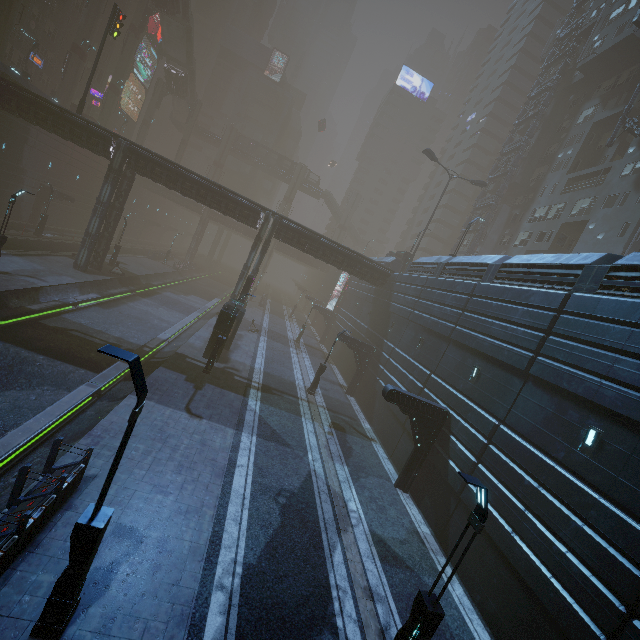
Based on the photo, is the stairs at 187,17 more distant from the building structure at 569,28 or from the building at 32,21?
the building structure at 569,28

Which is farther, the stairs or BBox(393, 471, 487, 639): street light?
the stairs

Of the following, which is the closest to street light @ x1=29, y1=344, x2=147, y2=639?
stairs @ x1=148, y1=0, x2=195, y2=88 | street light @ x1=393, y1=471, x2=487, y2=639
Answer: street light @ x1=393, y1=471, x2=487, y2=639

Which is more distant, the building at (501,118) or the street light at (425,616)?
the building at (501,118)

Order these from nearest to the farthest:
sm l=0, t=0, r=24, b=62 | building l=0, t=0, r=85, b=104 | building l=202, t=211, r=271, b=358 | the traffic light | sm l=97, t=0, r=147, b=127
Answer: building l=202, t=211, r=271, b=358
the traffic light
sm l=0, t=0, r=24, b=62
building l=0, t=0, r=85, b=104
sm l=97, t=0, r=147, b=127

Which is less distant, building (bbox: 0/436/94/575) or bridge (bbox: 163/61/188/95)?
building (bbox: 0/436/94/575)

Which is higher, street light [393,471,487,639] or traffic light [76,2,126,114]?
traffic light [76,2,126,114]

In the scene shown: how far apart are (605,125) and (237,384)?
46.1m
